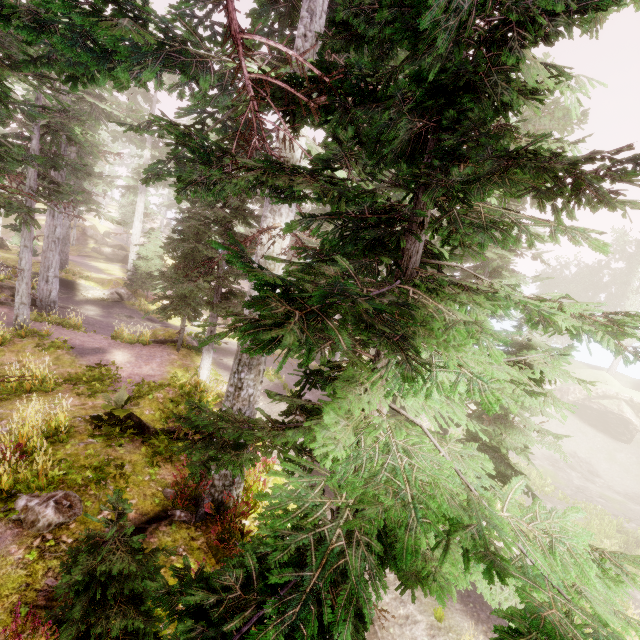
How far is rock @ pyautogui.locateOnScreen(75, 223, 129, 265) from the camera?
40.6m

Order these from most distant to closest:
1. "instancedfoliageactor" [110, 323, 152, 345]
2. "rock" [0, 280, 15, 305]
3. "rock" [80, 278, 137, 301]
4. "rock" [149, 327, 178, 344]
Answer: "rock" [80, 278, 137, 301]
"rock" [0, 280, 15, 305]
"rock" [149, 327, 178, 344]
"instancedfoliageactor" [110, 323, 152, 345]

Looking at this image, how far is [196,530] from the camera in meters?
7.0

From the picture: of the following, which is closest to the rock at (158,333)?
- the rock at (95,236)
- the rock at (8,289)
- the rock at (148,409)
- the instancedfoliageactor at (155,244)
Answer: the instancedfoliageactor at (155,244)

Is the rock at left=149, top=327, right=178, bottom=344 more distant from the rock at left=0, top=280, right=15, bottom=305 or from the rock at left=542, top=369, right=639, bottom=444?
the rock at left=542, top=369, right=639, bottom=444

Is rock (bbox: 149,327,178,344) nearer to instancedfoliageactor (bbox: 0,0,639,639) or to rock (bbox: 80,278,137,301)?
instancedfoliageactor (bbox: 0,0,639,639)

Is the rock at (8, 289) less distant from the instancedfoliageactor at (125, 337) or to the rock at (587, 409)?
the instancedfoliageactor at (125, 337)

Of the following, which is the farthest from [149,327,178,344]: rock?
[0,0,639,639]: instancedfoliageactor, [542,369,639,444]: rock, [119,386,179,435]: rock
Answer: [542,369,639,444]: rock
